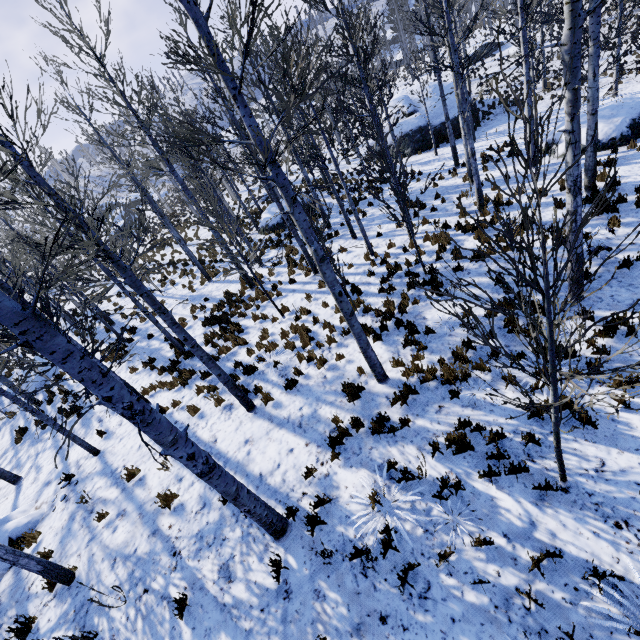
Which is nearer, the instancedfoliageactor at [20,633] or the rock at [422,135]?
the instancedfoliageactor at [20,633]

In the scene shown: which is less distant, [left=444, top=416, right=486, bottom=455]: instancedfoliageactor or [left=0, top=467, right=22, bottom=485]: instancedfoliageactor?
[left=444, top=416, right=486, bottom=455]: instancedfoliageactor

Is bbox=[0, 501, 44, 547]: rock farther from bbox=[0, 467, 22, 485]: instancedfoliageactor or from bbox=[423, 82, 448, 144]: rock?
bbox=[423, 82, 448, 144]: rock

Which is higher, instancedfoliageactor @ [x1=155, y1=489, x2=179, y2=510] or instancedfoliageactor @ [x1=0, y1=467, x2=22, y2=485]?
instancedfoliageactor @ [x1=155, y1=489, x2=179, y2=510]

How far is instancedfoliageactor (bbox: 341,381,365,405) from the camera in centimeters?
695cm

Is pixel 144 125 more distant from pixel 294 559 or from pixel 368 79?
pixel 368 79

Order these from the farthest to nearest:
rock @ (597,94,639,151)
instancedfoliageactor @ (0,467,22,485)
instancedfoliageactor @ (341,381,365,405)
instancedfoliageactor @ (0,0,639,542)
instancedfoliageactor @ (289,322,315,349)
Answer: rock @ (597,94,639,151)
instancedfoliageactor @ (0,467,22,485)
instancedfoliageactor @ (289,322,315,349)
instancedfoliageactor @ (341,381,365,405)
instancedfoliageactor @ (0,0,639,542)
